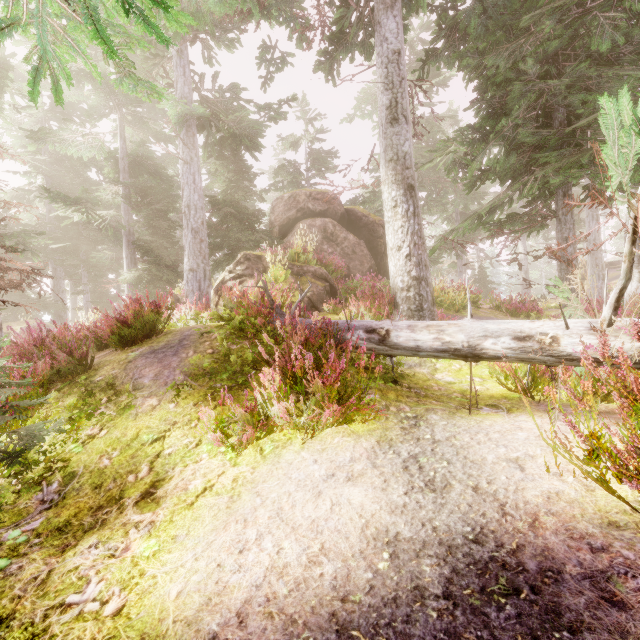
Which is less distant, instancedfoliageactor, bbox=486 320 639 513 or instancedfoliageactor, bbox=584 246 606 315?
instancedfoliageactor, bbox=486 320 639 513

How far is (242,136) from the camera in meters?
11.1

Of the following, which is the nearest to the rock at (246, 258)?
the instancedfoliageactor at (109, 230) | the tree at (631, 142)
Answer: the instancedfoliageactor at (109, 230)

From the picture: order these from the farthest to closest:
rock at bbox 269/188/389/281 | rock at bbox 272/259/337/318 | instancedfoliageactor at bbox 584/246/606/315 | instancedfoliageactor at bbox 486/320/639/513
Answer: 1. rock at bbox 269/188/389/281
2. instancedfoliageactor at bbox 584/246/606/315
3. rock at bbox 272/259/337/318
4. instancedfoliageactor at bbox 486/320/639/513

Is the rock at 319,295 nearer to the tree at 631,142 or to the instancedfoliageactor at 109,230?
the instancedfoliageactor at 109,230

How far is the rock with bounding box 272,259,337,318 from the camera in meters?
8.5 m

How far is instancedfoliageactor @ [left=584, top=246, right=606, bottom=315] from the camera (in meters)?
13.04
